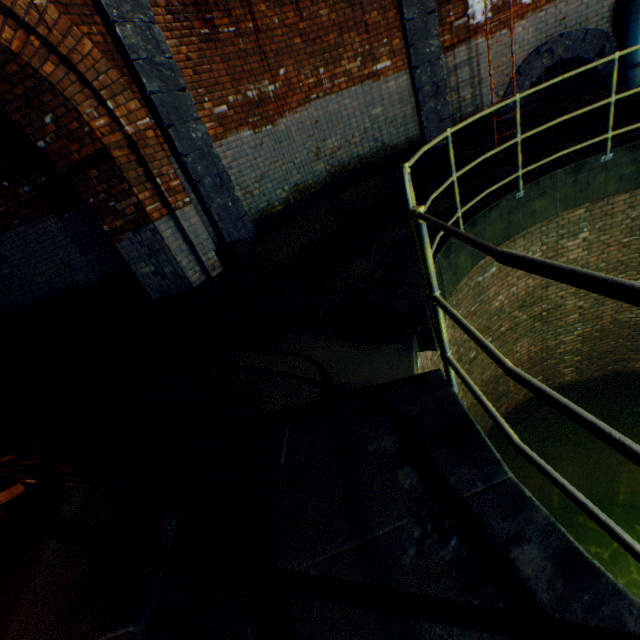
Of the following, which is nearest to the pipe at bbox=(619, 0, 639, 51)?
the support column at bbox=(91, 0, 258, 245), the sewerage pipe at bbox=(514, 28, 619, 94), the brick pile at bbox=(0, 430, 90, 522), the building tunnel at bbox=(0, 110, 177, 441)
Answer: the sewerage pipe at bbox=(514, 28, 619, 94)

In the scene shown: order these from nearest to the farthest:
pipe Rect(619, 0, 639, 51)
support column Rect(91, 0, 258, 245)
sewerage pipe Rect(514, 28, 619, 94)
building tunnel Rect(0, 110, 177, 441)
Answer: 1. support column Rect(91, 0, 258, 245)
2. building tunnel Rect(0, 110, 177, 441)
3. pipe Rect(619, 0, 639, 51)
4. sewerage pipe Rect(514, 28, 619, 94)

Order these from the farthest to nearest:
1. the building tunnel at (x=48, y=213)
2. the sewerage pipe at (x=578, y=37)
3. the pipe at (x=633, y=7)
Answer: the sewerage pipe at (x=578, y=37), the pipe at (x=633, y=7), the building tunnel at (x=48, y=213)

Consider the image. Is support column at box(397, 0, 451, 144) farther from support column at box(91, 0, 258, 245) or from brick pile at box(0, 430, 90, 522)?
brick pile at box(0, 430, 90, 522)

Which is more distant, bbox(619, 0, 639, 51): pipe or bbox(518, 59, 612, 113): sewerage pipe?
bbox(518, 59, 612, 113): sewerage pipe

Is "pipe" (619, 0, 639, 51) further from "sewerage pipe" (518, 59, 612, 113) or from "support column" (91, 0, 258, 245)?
"support column" (91, 0, 258, 245)

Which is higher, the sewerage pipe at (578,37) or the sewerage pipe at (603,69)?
the sewerage pipe at (578,37)

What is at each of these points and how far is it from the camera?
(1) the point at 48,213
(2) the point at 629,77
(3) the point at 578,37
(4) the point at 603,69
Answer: (1) building tunnel, 5.5 meters
(2) pipe, 6.4 meters
(3) sewerage pipe, 6.5 meters
(4) sewerage pipe, 6.7 meters
